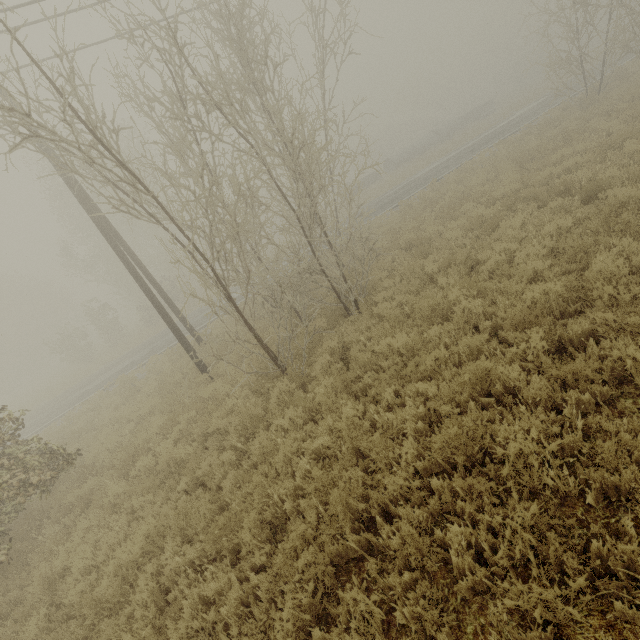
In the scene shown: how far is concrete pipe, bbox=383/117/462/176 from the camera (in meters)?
38.16

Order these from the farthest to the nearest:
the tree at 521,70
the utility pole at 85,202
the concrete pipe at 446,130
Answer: the concrete pipe at 446,130
the tree at 521,70
the utility pole at 85,202

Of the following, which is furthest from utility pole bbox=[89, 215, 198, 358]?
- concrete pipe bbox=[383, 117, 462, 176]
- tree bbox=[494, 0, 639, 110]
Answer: concrete pipe bbox=[383, 117, 462, 176]

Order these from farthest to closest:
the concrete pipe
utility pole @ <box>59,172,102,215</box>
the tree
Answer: the concrete pipe < the tree < utility pole @ <box>59,172,102,215</box>

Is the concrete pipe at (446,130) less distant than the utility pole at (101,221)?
No

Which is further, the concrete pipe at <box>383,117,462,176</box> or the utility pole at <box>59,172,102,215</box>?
A: the concrete pipe at <box>383,117,462,176</box>

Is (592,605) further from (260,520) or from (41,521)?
(41,521)

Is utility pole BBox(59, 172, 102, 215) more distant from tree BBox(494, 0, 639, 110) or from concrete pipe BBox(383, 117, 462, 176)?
concrete pipe BBox(383, 117, 462, 176)
